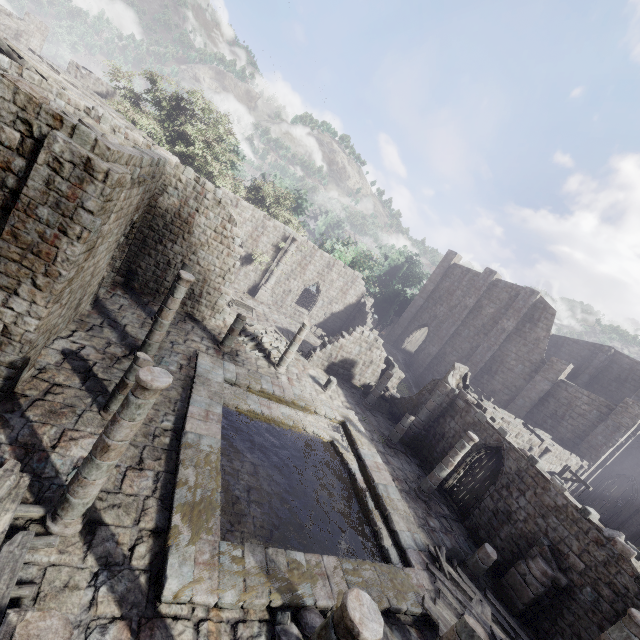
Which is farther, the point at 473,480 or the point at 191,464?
the point at 473,480

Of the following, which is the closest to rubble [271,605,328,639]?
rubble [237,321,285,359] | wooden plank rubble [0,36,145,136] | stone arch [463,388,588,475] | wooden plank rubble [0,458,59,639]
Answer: wooden plank rubble [0,458,59,639]

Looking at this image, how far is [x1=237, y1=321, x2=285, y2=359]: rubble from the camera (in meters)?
19.25

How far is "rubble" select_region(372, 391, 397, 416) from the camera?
22.3m

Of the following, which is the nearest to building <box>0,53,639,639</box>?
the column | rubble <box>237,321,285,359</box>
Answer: rubble <box>237,321,285,359</box>

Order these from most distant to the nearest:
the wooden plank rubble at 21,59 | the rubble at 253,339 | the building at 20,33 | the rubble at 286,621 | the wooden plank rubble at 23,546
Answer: the building at 20,33, the rubble at 253,339, the wooden plank rubble at 21,59, the rubble at 286,621, the wooden plank rubble at 23,546

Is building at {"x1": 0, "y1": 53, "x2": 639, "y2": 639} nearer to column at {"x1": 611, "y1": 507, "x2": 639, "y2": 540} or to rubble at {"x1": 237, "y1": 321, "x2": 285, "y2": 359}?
rubble at {"x1": 237, "y1": 321, "x2": 285, "y2": 359}

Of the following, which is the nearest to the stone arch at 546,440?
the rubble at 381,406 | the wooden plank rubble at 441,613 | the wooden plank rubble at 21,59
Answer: the rubble at 381,406
